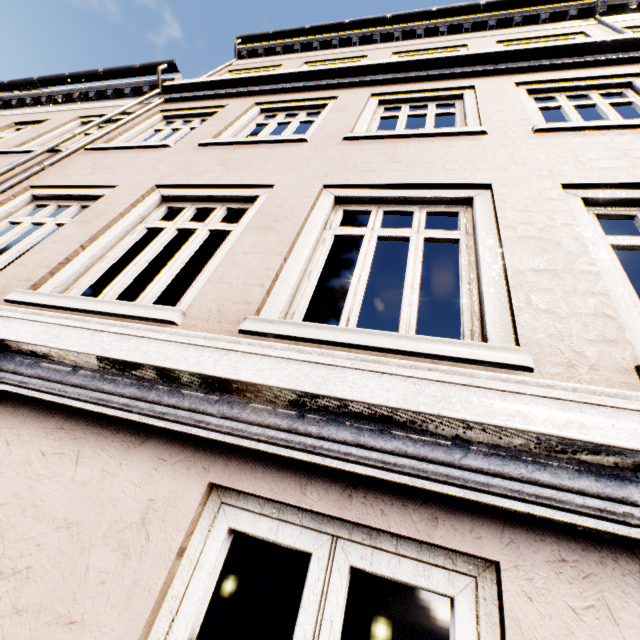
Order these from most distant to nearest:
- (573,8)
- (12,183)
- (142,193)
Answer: (573,8) < (12,183) < (142,193)
